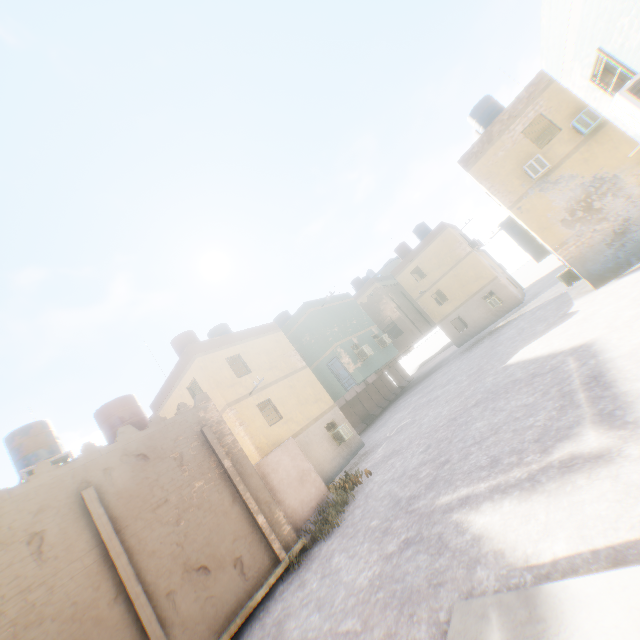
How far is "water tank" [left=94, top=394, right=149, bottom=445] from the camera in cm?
1253

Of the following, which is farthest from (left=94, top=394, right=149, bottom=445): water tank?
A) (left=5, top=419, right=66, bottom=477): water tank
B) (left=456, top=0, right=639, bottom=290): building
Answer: (left=5, top=419, right=66, bottom=477): water tank

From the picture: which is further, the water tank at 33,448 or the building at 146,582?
the water tank at 33,448

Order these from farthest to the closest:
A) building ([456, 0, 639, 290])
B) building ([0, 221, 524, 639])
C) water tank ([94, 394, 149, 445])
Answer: water tank ([94, 394, 149, 445]) → building ([0, 221, 524, 639]) → building ([456, 0, 639, 290])

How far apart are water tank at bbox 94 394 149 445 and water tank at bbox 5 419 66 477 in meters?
2.4 m

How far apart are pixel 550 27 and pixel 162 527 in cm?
1570

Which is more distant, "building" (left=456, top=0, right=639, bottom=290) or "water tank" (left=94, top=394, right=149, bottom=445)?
"water tank" (left=94, top=394, right=149, bottom=445)

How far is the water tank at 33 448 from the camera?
12.94m
